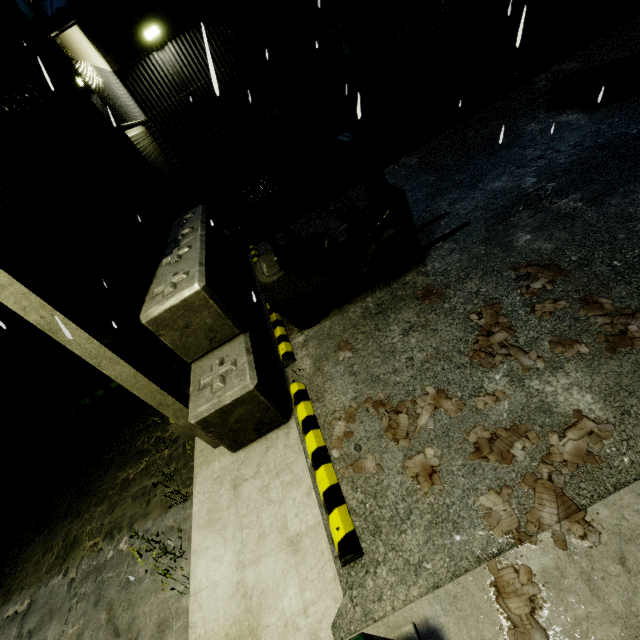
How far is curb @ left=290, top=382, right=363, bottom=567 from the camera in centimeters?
289cm

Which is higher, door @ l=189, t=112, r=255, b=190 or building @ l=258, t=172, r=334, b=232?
door @ l=189, t=112, r=255, b=190

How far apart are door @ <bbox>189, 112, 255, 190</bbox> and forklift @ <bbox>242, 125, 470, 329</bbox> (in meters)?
9.57

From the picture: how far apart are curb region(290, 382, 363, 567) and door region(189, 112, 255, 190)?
11.89m

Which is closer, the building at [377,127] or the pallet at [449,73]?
the pallet at [449,73]

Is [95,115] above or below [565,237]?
above

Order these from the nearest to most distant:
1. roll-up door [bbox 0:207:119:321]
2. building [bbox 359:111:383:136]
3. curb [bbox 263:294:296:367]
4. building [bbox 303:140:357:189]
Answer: curb [bbox 263:294:296:367], roll-up door [bbox 0:207:119:321], building [bbox 303:140:357:189], building [bbox 359:111:383:136]

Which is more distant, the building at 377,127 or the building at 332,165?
the building at 377,127
